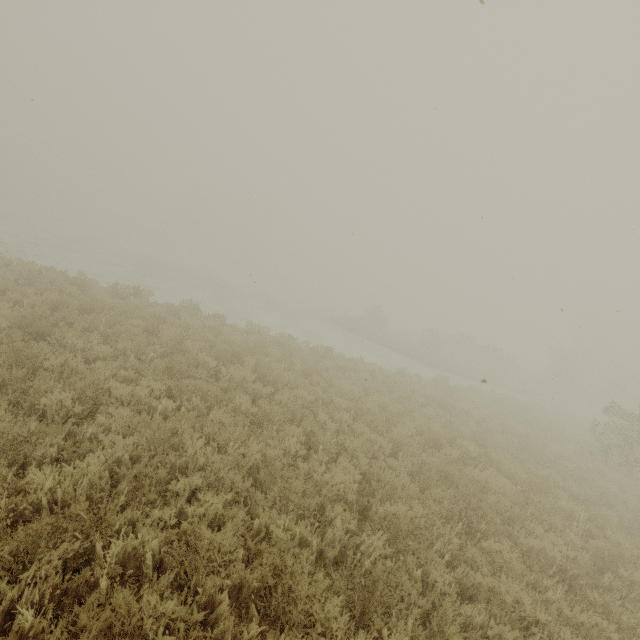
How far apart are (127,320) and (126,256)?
18.6 meters
